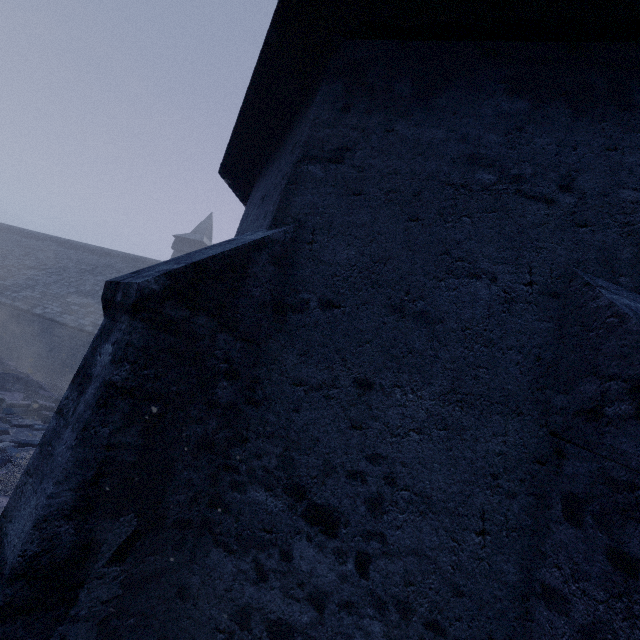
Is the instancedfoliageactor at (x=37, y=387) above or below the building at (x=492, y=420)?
below

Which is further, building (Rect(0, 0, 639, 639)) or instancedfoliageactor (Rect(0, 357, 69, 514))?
instancedfoliageactor (Rect(0, 357, 69, 514))

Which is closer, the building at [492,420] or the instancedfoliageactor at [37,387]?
the building at [492,420]

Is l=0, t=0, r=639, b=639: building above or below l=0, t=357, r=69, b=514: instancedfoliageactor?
above

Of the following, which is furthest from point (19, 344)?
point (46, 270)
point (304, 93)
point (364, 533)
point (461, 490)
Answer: point (461, 490)
